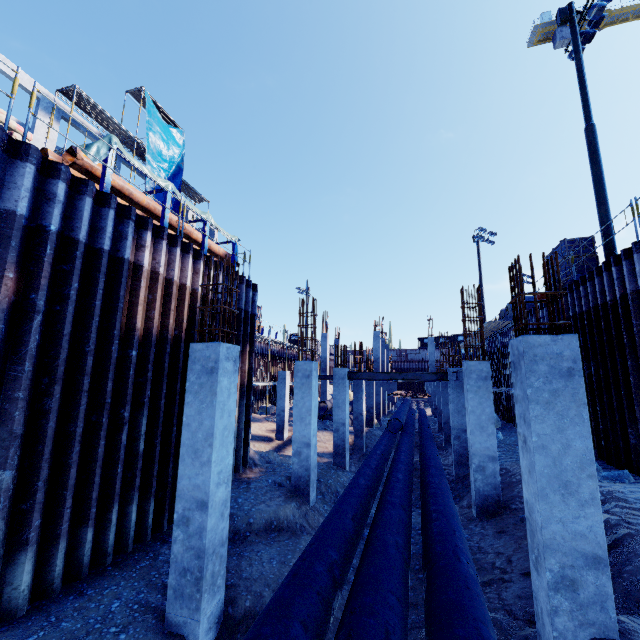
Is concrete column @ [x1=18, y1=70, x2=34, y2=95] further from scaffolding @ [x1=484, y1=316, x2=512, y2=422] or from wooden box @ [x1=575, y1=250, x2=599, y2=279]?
wooden box @ [x1=575, y1=250, x2=599, y2=279]

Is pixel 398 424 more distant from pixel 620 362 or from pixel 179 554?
pixel 179 554

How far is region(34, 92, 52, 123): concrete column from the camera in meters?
17.3 m

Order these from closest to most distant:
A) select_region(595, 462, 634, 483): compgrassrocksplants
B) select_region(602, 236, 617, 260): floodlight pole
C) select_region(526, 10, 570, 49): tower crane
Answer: select_region(595, 462, 634, 483): compgrassrocksplants, select_region(602, 236, 617, 260): floodlight pole, select_region(526, 10, 570, 49): tower crane

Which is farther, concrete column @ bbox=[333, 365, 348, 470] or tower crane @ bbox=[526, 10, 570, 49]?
tower crane @ bbox=[526, 10, 570, 49]

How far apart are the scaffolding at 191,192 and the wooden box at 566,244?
25.0m

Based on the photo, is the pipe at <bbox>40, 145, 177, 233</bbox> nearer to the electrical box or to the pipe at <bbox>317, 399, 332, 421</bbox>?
the pipe at <bbox>317, 399, 332, 421</bbox>

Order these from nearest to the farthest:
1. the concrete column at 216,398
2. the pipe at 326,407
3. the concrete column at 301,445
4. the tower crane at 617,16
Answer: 1. the concrete column at 216,398
2. the concrete column at 301,445
3. the pipe at 326,407
4. the tower crane at 617,16
